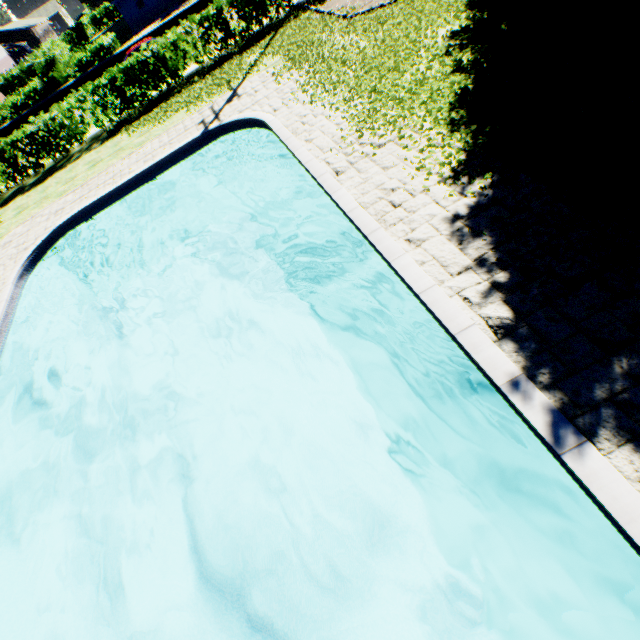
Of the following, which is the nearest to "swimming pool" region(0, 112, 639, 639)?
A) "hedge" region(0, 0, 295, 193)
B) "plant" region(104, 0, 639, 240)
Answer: "plant" region(104, 0, 639, 240)

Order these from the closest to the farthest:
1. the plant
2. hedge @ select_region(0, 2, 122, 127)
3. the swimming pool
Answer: the swimming pool → the plant → hedge @ select_region(0, 2, 122, 127)

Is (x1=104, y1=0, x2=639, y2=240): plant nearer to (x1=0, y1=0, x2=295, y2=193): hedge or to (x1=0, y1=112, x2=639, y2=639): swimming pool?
(x1=0, y1=0, x2=295, y2=193): hedge

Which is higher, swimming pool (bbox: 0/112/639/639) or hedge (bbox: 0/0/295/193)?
hedge (bbox: 0/0/295/193)

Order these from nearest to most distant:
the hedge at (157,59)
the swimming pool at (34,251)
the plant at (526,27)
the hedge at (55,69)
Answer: the swimming pool at (34,251) → the plant at (526,27) → the hedge at (157,59) → the hedge at (55,69)

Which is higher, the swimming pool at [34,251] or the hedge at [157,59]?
the hedge at [157,59]

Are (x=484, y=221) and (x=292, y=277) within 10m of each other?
yes

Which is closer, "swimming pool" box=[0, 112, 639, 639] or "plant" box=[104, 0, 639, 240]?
"swimming pool" box=[0, 112, 639, 639]
